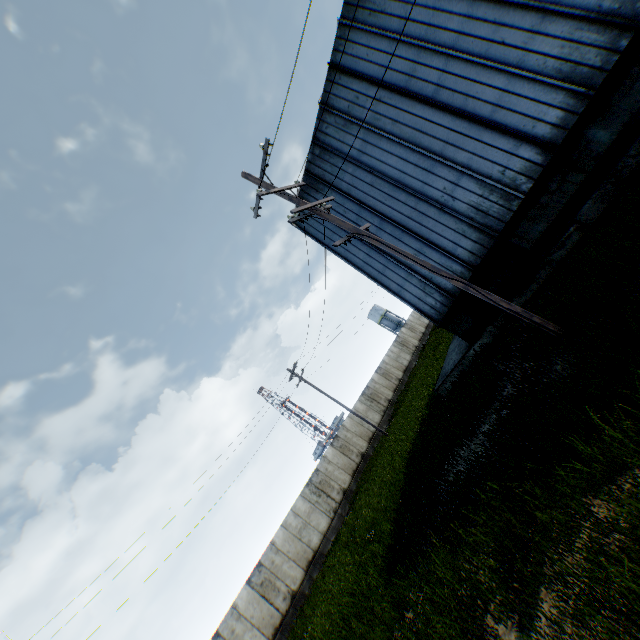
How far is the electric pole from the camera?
7.57m

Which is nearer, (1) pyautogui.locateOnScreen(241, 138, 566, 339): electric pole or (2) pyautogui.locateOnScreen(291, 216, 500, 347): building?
(1) pyautogui.locateOnScreen(241, 138, 566, 339): electric pole

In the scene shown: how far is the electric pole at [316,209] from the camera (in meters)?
7.57

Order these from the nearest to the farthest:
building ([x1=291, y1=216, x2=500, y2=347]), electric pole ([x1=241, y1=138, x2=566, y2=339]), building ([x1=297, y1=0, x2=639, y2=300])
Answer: electric pole ([x1=241, y1=138, x2=566, y2=339]), building ([x1=297, y1=0, x2=639, y2=300]), building ([x1=291, y1=216, x2=500, y2=347])

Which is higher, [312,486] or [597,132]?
[312,486]

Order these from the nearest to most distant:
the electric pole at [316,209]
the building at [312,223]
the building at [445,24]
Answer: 1. the electric pole at [316,209]
2. the building at [445,24]
3. the building at [312,223]

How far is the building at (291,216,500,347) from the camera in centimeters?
1309cm
